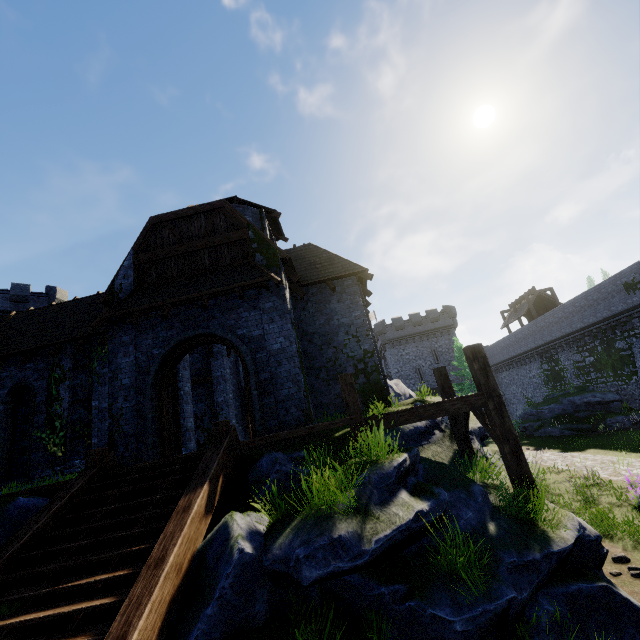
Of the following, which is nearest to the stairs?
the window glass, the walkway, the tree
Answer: the walkway

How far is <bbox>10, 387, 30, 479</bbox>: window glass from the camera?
13.4 meters

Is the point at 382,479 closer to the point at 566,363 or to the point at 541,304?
the point at 566,363

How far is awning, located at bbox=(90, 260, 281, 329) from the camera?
10.38m

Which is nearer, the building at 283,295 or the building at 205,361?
the building at 283,295

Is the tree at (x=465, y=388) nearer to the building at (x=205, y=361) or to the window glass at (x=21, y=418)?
the building at (x=205, y=361)

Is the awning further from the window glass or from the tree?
the tree

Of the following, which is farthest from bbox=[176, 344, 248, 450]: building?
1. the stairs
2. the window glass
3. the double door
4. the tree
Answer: the tree
